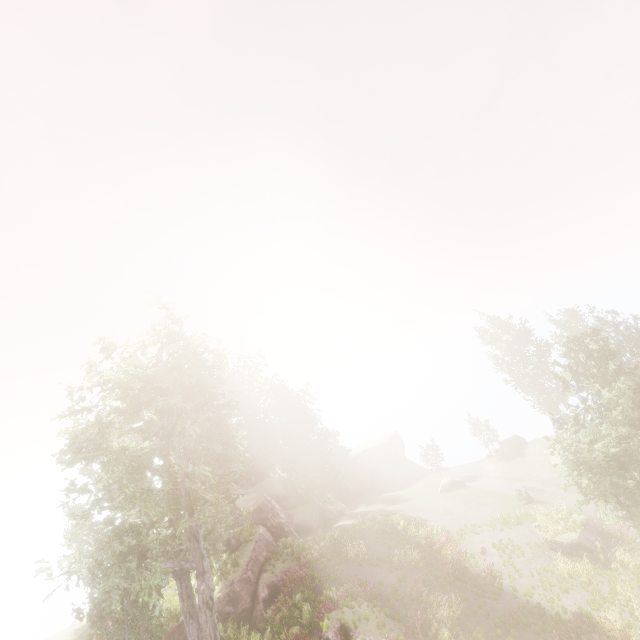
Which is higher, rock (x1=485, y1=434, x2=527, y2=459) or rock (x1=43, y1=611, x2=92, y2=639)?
rock (x1=43, y1=611, x2=92, y2=639)

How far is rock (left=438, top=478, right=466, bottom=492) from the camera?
36.1m

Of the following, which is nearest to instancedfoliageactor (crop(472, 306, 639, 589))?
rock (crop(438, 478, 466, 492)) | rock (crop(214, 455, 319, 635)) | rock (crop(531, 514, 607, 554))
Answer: rock (crop(214, 455, 319, 635))

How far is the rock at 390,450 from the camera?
44.2m

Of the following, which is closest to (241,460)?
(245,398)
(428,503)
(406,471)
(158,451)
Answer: (158,451)

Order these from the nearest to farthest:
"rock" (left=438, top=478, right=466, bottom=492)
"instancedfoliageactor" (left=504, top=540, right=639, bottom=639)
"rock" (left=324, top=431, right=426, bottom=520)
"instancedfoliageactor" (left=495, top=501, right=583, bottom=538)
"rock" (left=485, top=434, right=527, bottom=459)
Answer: "instancedfoliageactor" (left=504, top=540, right=639, bottom=639) → "instancedfoliageactor" (left=495, top=501, right=583, bottom=538) → "rock" (left=438, top=478, right=466, bottom=492) → "rock" (left=485, top=434, right=527, bottom=459) → "rock" (left=324, top=431, right=426, bottom=520)

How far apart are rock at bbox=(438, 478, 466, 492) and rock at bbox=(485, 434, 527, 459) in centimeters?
777cm

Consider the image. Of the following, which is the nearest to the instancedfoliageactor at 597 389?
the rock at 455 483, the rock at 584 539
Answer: the rock at 584 539
